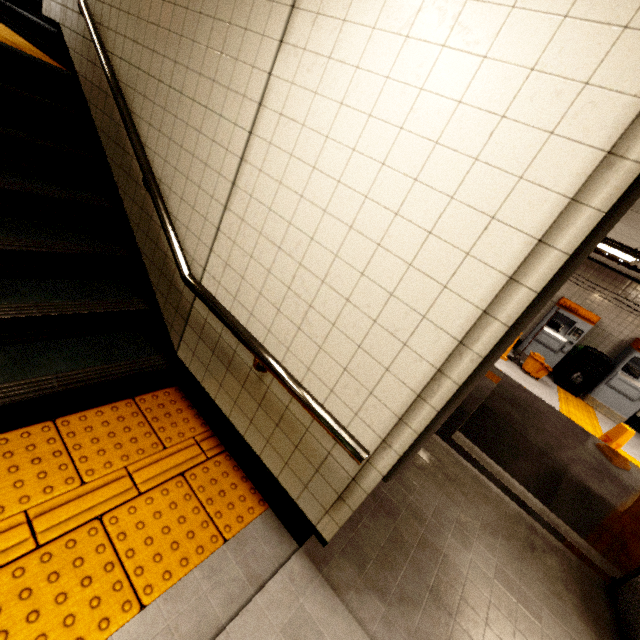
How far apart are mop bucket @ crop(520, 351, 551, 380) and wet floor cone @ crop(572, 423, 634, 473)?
2.53m

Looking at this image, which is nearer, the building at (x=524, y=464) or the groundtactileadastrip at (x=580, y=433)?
the building at (x=524, y=464)

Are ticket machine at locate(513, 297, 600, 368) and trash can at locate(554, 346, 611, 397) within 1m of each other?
yes

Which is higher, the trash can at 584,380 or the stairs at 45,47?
the stairs at 45,47

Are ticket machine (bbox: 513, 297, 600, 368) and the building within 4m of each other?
no

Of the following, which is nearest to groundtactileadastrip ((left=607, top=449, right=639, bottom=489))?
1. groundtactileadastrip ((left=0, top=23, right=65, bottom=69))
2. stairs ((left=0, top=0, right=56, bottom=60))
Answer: stairs ((left=0, top=0, right=56, bottom=60))

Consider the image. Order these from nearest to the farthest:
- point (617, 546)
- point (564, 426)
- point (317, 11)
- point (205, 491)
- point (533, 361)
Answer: point (317, 11), point (205, 491), point (617, 546), point (564, 426), point (533, 361)

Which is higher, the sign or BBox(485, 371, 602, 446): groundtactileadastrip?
the sign
